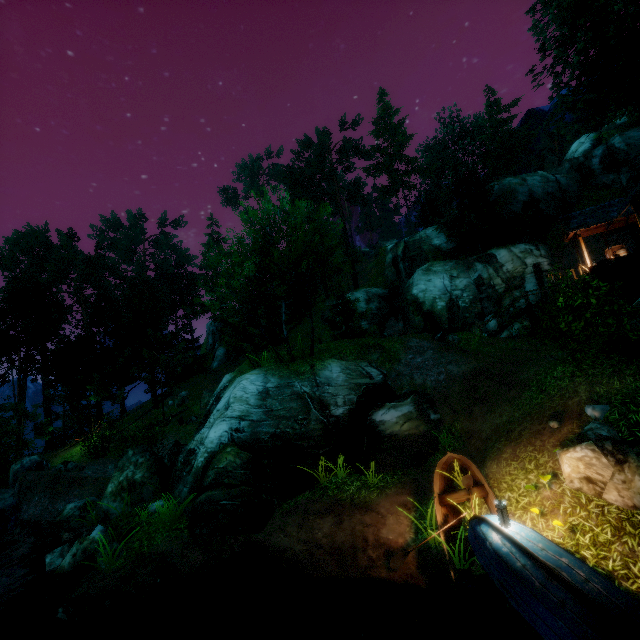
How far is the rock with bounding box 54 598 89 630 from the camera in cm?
752

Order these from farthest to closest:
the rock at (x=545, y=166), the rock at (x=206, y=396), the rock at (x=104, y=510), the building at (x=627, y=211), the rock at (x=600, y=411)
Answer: the rock at (x=545, y=166), the rock at (x=206, y=396), the building at (x=627, y=211), the rock at (x=104, y=510), the rock at (x=600, y=411)

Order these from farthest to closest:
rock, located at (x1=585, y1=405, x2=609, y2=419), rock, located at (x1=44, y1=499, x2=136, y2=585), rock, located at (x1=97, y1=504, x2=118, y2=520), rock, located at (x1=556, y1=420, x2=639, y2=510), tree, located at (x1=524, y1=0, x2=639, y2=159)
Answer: tree, located at (x1=524, y1=0, x2=639, y2=159)
rock, located at (x1=97, y1=504, x2=118, y2=520)
rock, located at (x1=44, y1=499, x2=136, y2=585)
rock, located at (x1=585, y1=405, x2=609, y2=419)
rock, located at (x1=556, y1=420, x2=639, y2=510)

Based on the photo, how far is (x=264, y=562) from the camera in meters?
8.4

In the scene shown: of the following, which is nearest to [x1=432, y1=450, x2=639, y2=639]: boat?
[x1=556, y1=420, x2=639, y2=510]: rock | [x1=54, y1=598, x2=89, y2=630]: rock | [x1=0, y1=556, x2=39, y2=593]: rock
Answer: [x1=556, y1=420, x2=639, y2=510]: rock

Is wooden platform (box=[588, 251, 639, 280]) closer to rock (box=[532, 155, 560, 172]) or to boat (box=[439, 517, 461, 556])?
boat (box=[439, 517, 461, 556])

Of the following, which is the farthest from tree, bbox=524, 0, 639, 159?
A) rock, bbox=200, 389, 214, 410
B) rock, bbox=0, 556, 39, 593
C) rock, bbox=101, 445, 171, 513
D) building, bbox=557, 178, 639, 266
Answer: rock, bbox=0, 556, 39, 593

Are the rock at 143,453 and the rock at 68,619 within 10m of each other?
yes
